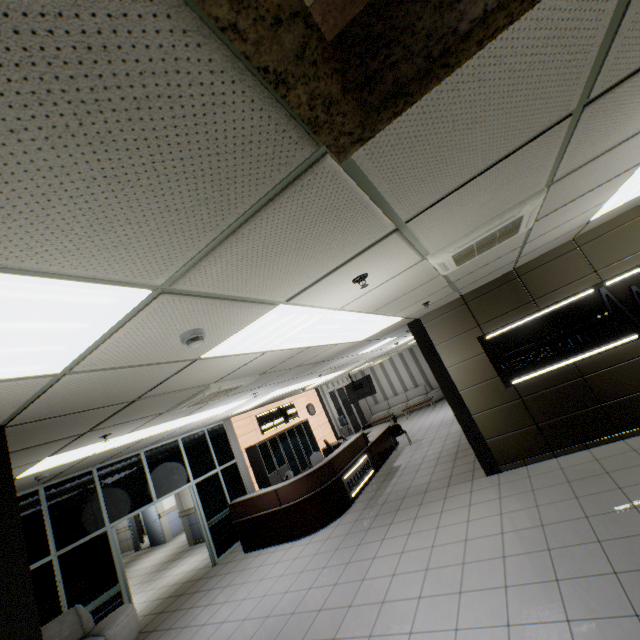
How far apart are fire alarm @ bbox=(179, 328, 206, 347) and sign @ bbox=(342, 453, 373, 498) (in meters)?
7.07

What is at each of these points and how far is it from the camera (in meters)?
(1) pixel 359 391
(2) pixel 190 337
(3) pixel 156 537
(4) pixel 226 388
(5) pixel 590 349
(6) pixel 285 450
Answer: (1) tv, 14.20
(2) fire alarm, 2.11
(3) door, 13.36
(4) air conditioning vent, 4.50
(5) sign, 5.41
(6) cabinet, 11.19

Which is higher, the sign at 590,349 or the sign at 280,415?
the sign at 280,415

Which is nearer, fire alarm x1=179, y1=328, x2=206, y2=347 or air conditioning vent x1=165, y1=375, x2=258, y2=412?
fire alarm x1=179, y1=328, x2=206, y2=347

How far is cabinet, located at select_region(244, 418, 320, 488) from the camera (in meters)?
10.14

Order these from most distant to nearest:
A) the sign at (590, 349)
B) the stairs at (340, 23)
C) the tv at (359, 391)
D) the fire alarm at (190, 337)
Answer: the tv at (359, 391)
the sign at (590, 349)
the fire alarm at (190, 337)
the stairs at (340, 23)

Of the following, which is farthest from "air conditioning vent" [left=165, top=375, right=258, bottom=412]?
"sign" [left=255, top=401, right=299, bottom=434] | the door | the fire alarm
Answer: the door

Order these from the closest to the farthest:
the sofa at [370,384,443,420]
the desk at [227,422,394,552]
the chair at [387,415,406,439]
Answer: the desk at [227,422,394,552] → the chair at [387,415,406,439] → the sofa at [370,384,443,420]
